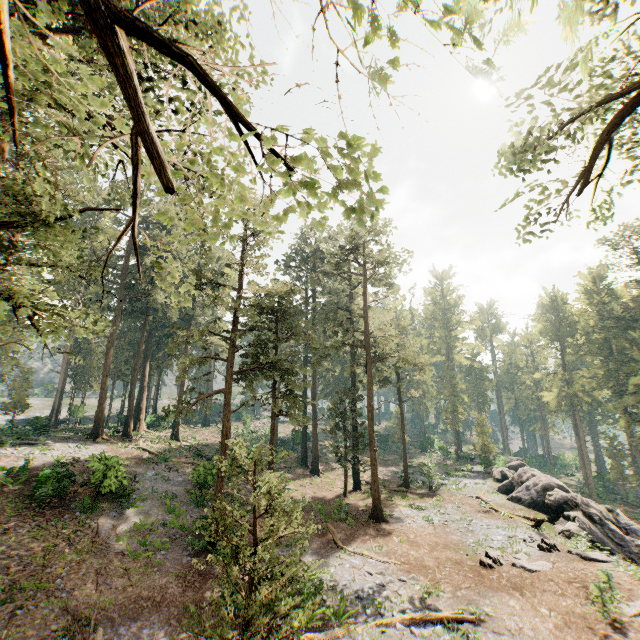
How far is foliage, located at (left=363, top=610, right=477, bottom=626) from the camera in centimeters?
1210cm

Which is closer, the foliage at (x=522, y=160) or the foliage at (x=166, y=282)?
the foliage at (x=166, y=282)

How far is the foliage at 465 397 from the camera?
42.63m

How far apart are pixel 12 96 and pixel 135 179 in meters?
0.7 m

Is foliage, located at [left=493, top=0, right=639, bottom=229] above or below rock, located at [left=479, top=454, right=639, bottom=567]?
above

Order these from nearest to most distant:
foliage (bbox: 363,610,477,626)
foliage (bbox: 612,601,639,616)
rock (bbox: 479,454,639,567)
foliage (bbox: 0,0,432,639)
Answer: foliage (bbox: 0,0,432,639), foliage (bbox: 363,610,477,626), foliage (bbox: 612,601,639,616), rock (bbox: 479,454,639,567)

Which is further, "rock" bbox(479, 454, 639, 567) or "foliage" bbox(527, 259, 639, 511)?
"foliage" bbox(527, 259, 639, 511)

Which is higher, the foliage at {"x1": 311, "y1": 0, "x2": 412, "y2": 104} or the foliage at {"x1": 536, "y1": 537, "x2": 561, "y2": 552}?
the foliage at {"x1": 311, "y1": 0, "x2": 412, "y2": 104}
